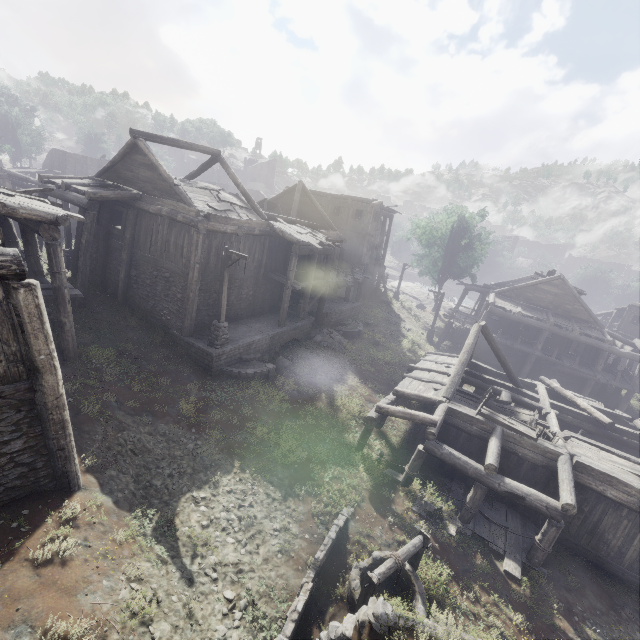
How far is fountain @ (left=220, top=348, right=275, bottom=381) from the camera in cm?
1539

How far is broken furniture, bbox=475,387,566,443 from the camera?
12.7 meters

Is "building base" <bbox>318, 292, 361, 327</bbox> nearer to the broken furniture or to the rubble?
the rubble

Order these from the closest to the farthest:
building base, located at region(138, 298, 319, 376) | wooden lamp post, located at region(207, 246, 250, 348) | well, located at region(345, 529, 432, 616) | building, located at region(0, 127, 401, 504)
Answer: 1. building, located at region(0, 127, 401, 504)
2. well, located at region(345, 529, 432, 616)
3. wooden lamp post, located at region(207, 246, 250, 348)
4. building base, located at region(138, 298, 319, 376)

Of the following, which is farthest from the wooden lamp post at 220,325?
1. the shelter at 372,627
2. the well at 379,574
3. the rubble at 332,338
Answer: the shelter at 372,627

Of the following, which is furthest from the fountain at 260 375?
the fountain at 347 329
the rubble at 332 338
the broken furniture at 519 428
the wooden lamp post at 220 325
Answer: the broken furniture at 519 428

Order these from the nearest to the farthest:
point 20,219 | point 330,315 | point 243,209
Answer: point 20,219 → point 243,209 → point 330,315

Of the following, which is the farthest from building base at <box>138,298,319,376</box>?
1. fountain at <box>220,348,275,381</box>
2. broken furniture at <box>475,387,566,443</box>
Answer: broken furniture at <box>475,387,566,443</box>
